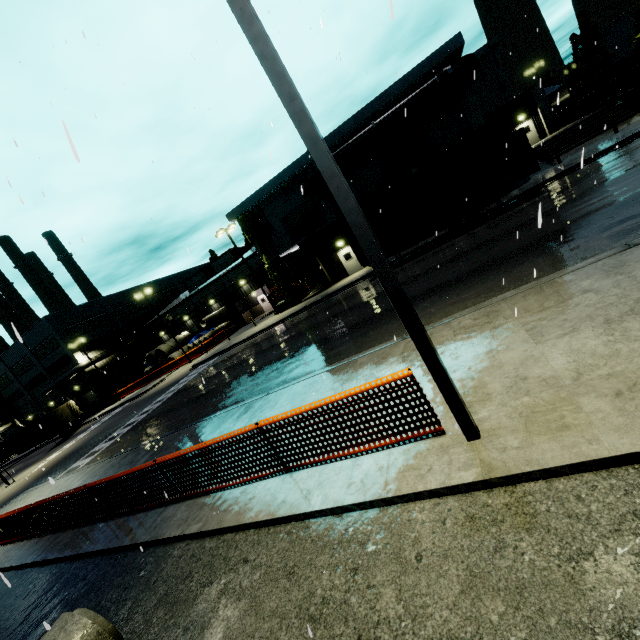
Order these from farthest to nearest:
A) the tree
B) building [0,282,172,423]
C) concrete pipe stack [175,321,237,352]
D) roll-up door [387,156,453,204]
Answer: building [0,282,172,423] → concrete pipe stack [175,321,237,352] → the tree → roll-up door [387,156,453,204]

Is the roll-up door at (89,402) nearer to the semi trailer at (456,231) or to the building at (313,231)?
the building at (313,231)

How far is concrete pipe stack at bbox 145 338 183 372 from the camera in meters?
42.9

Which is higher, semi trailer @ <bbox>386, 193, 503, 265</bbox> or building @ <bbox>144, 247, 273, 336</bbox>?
building @ <bbox>144, 247, 273, 336</bbox>

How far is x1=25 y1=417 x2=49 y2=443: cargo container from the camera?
36.00m

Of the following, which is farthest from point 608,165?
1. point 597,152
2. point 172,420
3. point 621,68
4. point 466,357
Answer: point 621,68

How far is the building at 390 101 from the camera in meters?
21.2

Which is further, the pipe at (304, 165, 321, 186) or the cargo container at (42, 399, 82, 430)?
the cargo container at (42, 399, 82, 430)
